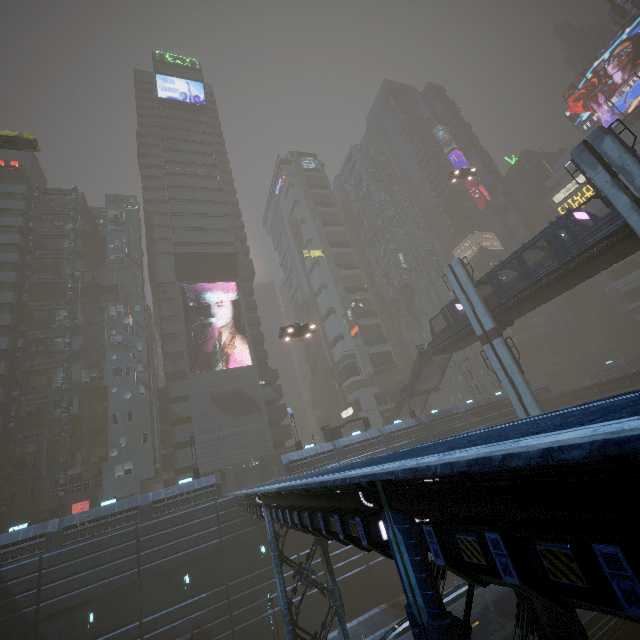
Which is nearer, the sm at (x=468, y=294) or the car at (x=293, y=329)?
the sm at (x=468, y=294)

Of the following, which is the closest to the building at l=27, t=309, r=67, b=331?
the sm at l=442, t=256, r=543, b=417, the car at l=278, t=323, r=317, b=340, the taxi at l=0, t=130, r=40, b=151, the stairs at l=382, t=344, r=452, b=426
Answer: the sm at l=442, t=256, r=543, b=417

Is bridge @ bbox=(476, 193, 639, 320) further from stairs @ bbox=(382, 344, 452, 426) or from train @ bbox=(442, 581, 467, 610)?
train @ bbox=(442, 581, 467, 610)

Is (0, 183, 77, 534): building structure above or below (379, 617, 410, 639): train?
above

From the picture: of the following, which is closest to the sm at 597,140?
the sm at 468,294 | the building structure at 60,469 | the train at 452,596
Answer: the sm at 468,294

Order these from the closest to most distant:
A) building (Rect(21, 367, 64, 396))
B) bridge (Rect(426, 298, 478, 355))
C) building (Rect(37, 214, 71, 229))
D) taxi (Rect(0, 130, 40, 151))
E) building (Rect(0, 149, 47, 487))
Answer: taxi (Rect(0, 130, 40, 151)) < bridge (Rect(426, 298, 478, 355)) < building (Rect(0, 149, 47, 487)) < building (Rect(21, 367, 64, 396)) < building (Rect(37, 214, 71, 229))

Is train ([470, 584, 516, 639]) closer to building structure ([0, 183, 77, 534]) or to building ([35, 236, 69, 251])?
building ([35, 236, 69, 251])

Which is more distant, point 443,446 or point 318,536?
point 318,536
